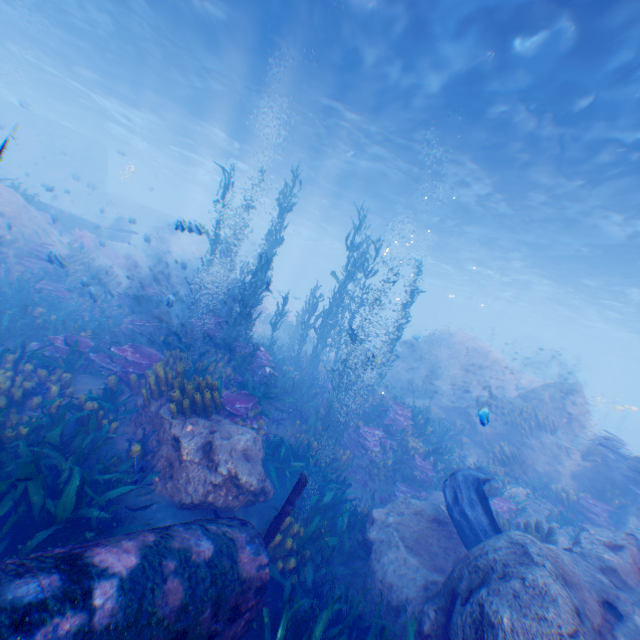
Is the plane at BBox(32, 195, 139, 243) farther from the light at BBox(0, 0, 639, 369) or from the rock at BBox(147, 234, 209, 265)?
the light at BBox(0, 0, 639, 369)

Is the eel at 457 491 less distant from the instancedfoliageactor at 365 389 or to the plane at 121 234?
the instancedfoliageactor at 365 389

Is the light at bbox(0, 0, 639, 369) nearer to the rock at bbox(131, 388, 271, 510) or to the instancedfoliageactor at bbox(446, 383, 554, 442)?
the rock at bbox(131, 388, 271, 510)

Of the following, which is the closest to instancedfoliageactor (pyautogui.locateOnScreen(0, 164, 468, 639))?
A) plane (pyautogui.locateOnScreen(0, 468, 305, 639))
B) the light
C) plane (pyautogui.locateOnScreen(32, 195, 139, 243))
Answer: plane (pyautogui.locateOnScreen(0, 468, 305, 639))

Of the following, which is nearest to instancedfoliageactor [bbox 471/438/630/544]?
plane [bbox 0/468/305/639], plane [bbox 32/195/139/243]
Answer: plane [bbox 0/468/305/639]

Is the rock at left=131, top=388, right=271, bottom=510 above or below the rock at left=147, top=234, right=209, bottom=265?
below

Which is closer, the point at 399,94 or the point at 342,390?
the point at 399,94

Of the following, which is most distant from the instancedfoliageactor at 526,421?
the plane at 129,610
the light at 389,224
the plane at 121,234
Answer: the plane at 121,234
